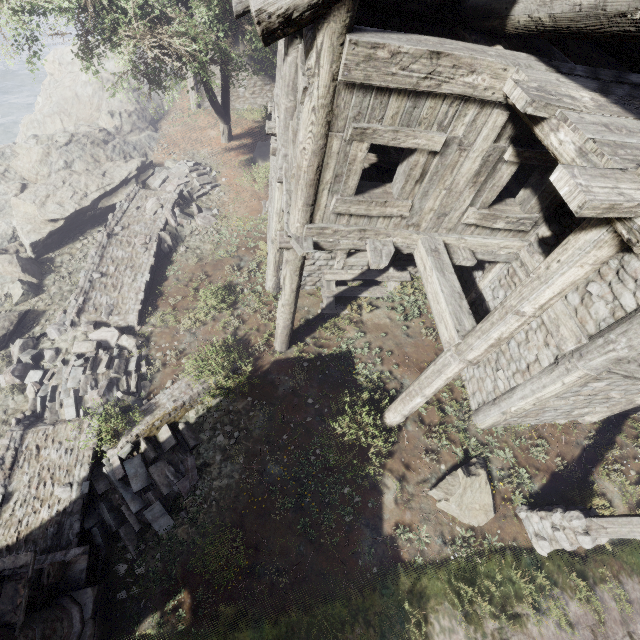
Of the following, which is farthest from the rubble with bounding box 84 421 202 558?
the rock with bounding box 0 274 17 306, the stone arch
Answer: the rock with bounding box 0 274 17 306

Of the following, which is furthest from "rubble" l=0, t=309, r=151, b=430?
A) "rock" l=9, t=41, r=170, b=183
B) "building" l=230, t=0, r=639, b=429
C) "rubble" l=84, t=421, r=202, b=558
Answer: "rock" l=9, t=41, r=170, b=183

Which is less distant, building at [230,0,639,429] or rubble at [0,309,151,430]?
building at [230,0,639,429]

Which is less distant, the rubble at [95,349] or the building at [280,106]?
the building at [280,106]

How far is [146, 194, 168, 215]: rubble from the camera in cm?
1252

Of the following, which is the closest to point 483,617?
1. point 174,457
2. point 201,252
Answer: point 174,457

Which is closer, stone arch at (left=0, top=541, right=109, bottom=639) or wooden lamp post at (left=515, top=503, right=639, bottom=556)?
stone arch at (left=0, top=541, right=109, bottom=639)

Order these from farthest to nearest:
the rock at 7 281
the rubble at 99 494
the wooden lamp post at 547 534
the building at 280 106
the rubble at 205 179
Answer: the rubble at 205 179, the rock at 7 281, the rubble at 99 494, the wooden lamp post at 547 534, the building at 280 106
